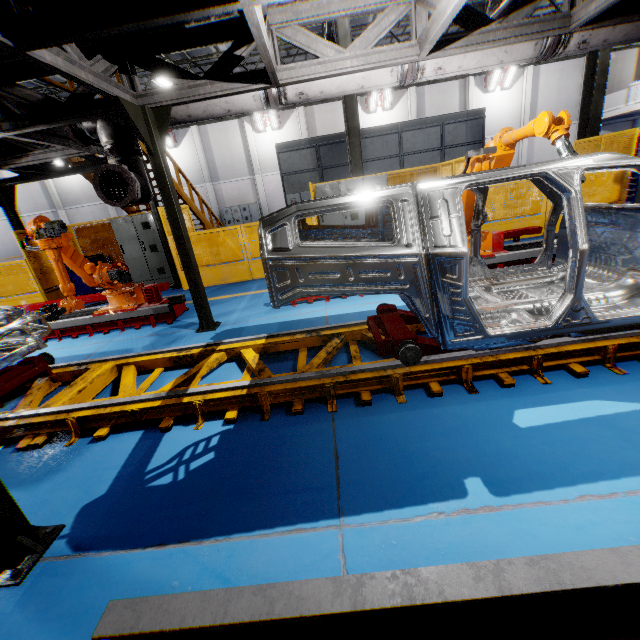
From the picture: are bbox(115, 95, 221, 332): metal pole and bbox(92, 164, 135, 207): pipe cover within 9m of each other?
yes

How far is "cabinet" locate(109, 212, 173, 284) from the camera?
9.63m

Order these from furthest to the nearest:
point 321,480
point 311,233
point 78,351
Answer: point 78,351
point 311,233
point 321,480

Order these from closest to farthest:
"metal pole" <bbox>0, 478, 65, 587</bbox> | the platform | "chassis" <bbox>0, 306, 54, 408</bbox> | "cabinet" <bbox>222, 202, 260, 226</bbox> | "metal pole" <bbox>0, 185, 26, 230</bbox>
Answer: "metal pole" <bbox>0, 478, 65, 587</bbox>, the platform, "chassis" <bbox>0, 306, 54, 408</bbox>, "metal pole" <bbox>0, 185, 26, 230</bbox>, "cabinet" <bbox>222, 202, 260, 226</bbox>

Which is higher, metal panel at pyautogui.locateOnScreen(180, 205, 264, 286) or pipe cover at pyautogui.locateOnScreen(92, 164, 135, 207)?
pipe cover at pyautogui.locateOnScreen(92, 164, 135, 207)

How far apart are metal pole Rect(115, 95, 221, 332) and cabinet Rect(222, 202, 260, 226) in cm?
2105

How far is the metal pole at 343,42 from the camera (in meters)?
9.25

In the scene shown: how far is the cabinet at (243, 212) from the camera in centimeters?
2488cm
